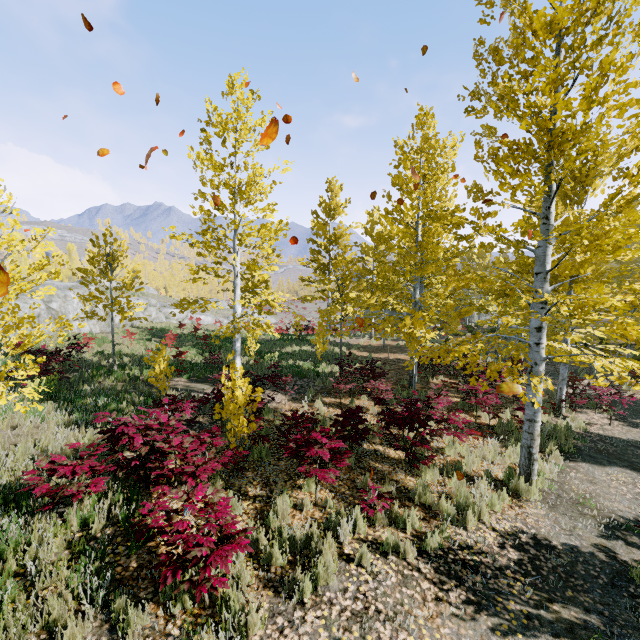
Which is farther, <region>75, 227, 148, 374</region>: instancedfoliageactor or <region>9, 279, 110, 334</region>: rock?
<region>9, 279, 110, 334</region>: rock

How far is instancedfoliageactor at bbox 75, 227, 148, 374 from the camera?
12.7 meters

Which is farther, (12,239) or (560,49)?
(560,49)

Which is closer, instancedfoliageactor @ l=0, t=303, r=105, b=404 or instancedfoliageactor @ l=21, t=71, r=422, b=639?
instancedfoliageactor @ l=21, t=71, r=422, b=639

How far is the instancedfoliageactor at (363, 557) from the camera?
4.3m

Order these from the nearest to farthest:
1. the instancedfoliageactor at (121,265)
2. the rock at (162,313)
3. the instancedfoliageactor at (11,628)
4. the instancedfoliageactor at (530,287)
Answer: the instancedfoliageactor at (11,628) < the instancedfoliageactor at (530,287) < the instancedfoliageactor at (121,265) < the rock at (162,313)

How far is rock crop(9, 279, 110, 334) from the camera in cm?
1911

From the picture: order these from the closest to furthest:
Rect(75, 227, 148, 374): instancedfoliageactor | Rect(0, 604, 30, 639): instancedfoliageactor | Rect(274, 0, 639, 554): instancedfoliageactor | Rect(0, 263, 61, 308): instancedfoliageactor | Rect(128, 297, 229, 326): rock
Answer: Rect(0, 604, 30, 639): instancedfoliageactor, Rect(0, 263, 61, 308): instancedfoliageactor, Rect(274, 0, 639, 554): instancedfoliageactor, Rect(75, 227, 148, 374): instancedfoliageactor, Rect(128, 297, 229, 326): rock
